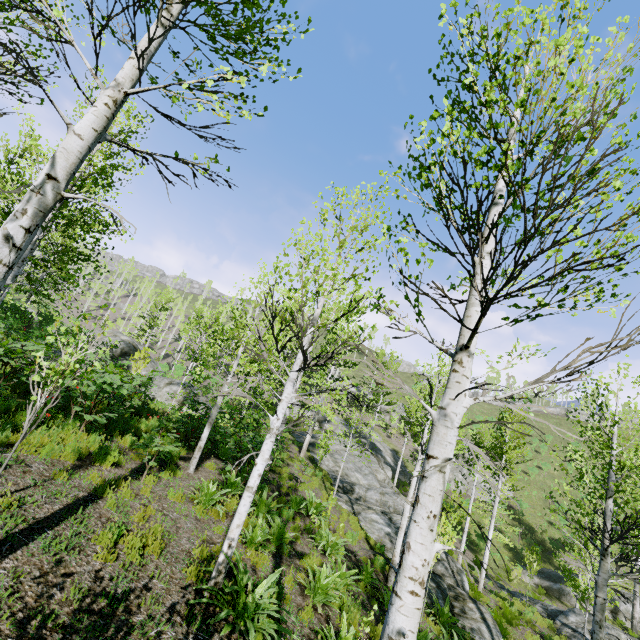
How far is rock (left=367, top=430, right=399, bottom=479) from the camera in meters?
26.9 m

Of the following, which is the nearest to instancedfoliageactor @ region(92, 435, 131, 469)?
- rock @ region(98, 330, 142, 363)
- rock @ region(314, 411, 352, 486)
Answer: rock @ region(314, 411, 352, 486)

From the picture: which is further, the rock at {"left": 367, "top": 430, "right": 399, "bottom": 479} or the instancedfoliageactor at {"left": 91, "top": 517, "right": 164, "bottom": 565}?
the rock at {"left": 367, "top": 430, "right": 399, "bottom": 479}

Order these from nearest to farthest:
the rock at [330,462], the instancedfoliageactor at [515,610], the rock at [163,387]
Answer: the instancedfoliageactor at [515,610] → the rock at [163,387] → the rock at [330,462]

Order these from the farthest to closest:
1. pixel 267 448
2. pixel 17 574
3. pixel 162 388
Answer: pixel 162 388 → pixel 267 448 → pixel 17 574

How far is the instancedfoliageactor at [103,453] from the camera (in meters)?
7.04

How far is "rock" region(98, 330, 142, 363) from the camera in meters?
21.9

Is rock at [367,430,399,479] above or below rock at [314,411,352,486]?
above
